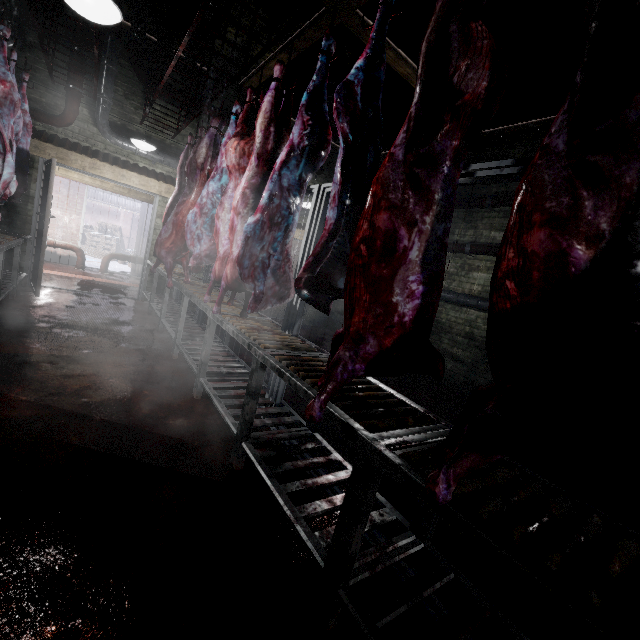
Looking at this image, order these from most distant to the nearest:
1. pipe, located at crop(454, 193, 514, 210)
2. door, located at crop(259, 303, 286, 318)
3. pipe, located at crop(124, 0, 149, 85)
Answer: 1. door, located at crop(259, 303, 286, 318)
2. pipe, located at crop(454, 193, 514, 210)
3. pipe, located at crop(124, 0, 149, 85)

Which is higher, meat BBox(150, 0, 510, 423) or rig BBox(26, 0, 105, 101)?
rig BBox(26, 0, 105, 101)

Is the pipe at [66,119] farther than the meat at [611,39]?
Yes

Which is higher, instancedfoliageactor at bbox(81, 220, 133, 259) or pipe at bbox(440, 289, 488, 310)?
pipe at bbox(440, 289, 488, 310)

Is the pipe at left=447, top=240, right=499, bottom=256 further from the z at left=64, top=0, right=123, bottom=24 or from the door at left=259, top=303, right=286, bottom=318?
the z at left=64, top=0, right=123, bottom=24

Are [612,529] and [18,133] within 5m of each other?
no

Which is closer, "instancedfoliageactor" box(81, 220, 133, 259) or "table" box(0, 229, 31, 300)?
"table" box(0, 229, 31, 300)

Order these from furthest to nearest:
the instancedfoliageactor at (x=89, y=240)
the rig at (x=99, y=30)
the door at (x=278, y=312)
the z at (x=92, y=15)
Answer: the instancedfoliageactor at (x=89, y=240), the door at (x=278, y=312), the rig at (x=99, y=30), the z at (x=92, y=15)
